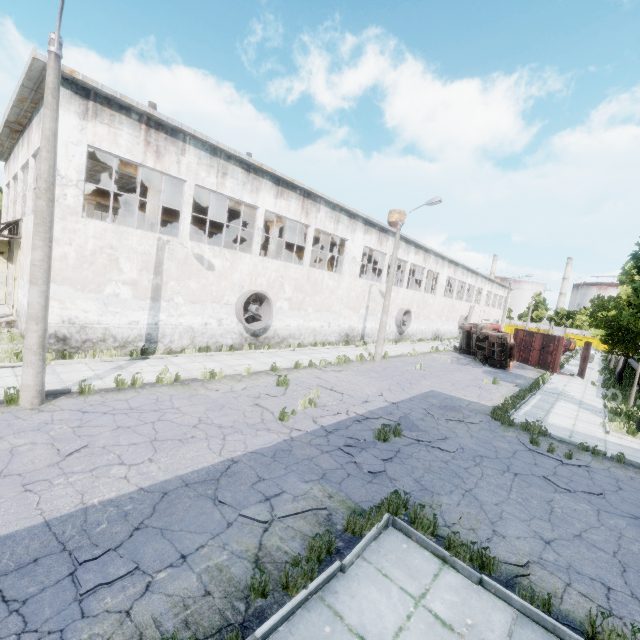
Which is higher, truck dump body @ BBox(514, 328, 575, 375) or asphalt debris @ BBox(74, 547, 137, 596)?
truck dump body @ BBox(514, 328, 575, 375)

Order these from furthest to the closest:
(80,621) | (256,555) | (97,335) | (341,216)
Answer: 1. (341,216)
2. (97,335)
3. (256,555)
4. (80,621)

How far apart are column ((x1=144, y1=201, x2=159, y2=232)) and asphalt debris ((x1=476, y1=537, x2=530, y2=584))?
16.0m

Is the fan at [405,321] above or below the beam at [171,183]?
below

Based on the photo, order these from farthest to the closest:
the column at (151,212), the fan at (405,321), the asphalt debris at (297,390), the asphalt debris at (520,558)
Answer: the fan at (405,321) < the column at (151,212) < the asphalt debris at (297,390) < the asphalt debris at (520,558)

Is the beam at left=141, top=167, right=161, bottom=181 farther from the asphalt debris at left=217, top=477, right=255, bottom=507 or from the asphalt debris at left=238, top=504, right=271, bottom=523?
the asphalt debris at left=238, top=504, right=271, bottom=523

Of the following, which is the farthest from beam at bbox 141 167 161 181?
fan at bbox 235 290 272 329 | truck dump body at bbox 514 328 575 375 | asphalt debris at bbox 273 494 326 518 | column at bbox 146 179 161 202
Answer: asphalt debris at bbox 273 494 326 518

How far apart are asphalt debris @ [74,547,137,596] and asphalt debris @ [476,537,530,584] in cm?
465
